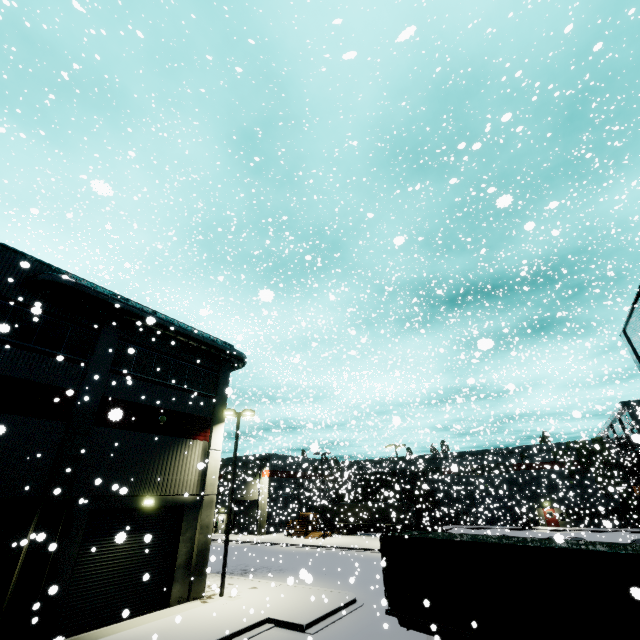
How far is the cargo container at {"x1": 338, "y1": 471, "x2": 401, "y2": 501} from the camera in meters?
36.7

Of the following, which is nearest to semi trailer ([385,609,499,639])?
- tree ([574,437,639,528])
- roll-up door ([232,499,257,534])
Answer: roll-up door ([232,499,257,534])

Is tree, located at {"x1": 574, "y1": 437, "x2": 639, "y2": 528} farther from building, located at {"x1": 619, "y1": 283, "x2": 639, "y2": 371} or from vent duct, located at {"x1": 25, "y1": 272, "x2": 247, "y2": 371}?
vent duct, located at {"x1": 25, "y1": 272, "x2": 247, "y2": 371}

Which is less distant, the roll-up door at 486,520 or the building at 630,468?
the roll-up door at 486,520

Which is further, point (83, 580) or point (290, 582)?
point (83, 580)

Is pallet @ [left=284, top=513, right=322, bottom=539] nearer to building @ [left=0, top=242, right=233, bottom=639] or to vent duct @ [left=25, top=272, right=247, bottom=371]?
building @ [left=0, top=242, right=233, bottom=639]

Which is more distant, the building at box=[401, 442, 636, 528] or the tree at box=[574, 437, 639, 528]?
the building at box=[401, 442, 636, 528]

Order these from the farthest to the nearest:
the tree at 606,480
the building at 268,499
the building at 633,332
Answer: the building at 268,499, the tree at 606,480, the building at 633,332
